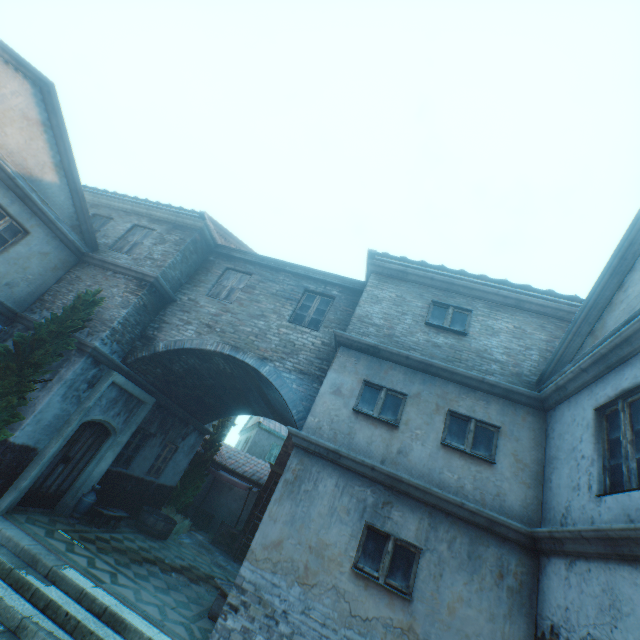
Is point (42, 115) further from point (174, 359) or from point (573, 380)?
point (573, 380)

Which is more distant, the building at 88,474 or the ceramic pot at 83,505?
the ceramic pot at 83,505

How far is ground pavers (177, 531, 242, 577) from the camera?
11.8 meters

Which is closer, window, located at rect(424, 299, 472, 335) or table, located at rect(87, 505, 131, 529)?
window, located at rect(424, 299, 472, 335)

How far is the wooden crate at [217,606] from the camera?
7.2 meters

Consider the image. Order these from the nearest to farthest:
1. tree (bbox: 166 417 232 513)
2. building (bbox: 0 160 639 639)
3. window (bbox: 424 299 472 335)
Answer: building (bbox: 0 160 639 639) → window (bbox: 424 299 472 335) → tree (bbox: 166 417 232 513)

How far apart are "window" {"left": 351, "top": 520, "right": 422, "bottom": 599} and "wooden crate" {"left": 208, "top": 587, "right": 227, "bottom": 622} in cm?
370

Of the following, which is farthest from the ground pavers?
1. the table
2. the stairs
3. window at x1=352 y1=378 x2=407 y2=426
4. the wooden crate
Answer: window at x1=352 y1=378 x2=407 y2=426
